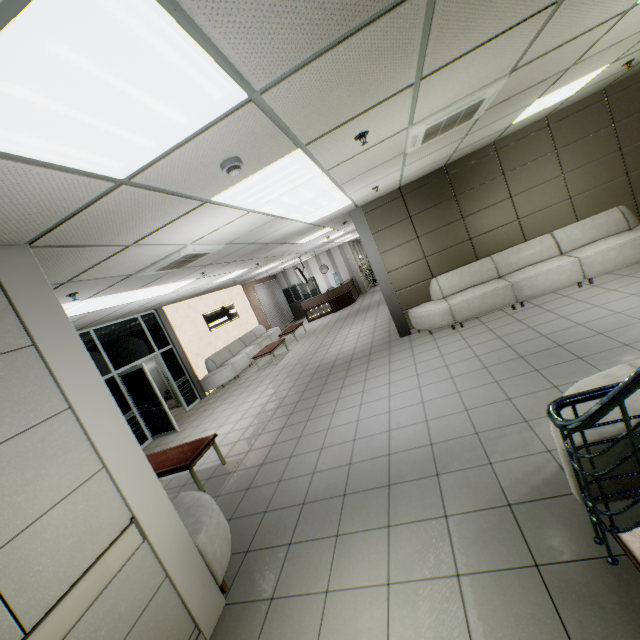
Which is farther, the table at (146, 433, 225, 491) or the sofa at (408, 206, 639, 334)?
the sofa at (408, 206, 639, 334)

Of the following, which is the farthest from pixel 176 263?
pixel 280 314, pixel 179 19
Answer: pixel 280 314

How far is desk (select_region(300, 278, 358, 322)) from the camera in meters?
A: 17.0

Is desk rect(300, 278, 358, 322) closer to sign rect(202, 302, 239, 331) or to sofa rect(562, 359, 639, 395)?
sign rect(202, 302, 239, 331)

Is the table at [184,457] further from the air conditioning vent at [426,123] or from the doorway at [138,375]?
the air conditioning vent at [426,123]

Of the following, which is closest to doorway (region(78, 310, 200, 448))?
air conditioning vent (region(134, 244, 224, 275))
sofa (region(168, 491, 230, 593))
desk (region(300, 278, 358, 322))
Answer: sofa (region(168, 491, 230, 593))

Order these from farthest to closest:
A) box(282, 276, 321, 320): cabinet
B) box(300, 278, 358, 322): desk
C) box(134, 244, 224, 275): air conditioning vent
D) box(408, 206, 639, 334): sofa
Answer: box(282, 276, 321, 320): cabinet → box(300, 278, 358, 322): desk → box(408, 206, 639, 334): sofa → box(134, 244, 224, 275): air conditioning vent

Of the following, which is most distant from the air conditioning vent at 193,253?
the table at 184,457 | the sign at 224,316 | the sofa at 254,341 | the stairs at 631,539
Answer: the sign at 224,316
